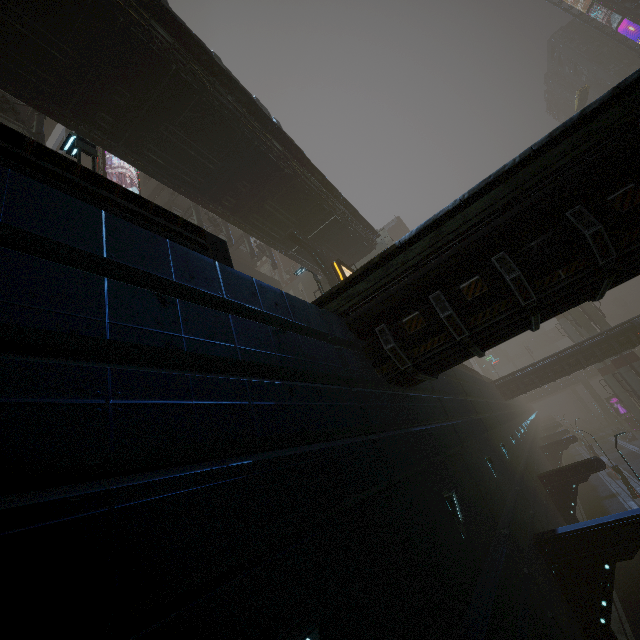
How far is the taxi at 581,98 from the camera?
51.62m

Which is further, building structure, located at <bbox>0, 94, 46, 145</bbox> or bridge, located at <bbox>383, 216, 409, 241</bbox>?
bridge, located at <bbox>383, 216, 409, 241</bbox>

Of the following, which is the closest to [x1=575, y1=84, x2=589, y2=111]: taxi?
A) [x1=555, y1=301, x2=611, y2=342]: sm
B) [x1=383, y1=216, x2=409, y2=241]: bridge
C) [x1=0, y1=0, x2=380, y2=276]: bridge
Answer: [x1=555, y1=301, x2=611, y2=342]: sm

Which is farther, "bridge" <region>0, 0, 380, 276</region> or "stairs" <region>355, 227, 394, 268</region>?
"stairs" <region>355, 227, 394, 268</region>

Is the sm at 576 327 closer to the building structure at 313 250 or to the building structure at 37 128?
the building structure at 313 250

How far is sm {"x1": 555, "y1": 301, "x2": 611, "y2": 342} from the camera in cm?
3622

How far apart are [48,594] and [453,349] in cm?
685

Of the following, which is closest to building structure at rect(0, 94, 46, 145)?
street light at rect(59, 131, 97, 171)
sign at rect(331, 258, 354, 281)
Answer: street light at rect(59, 131, 97, 171)
